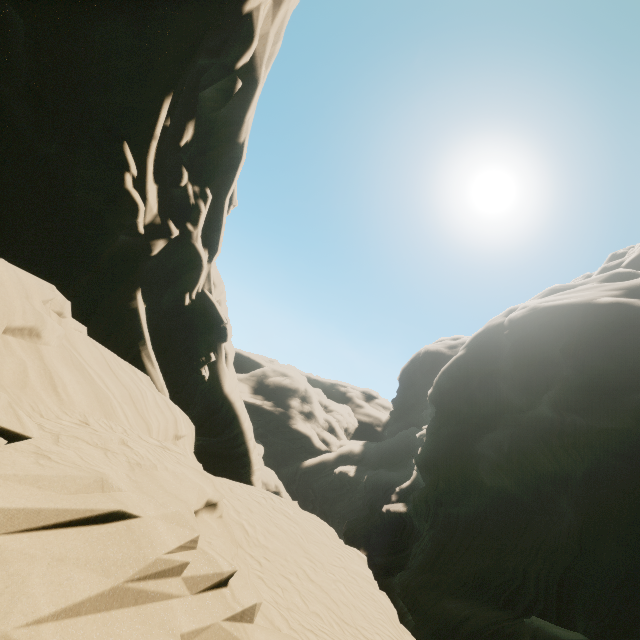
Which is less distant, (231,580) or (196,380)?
(231,580)
